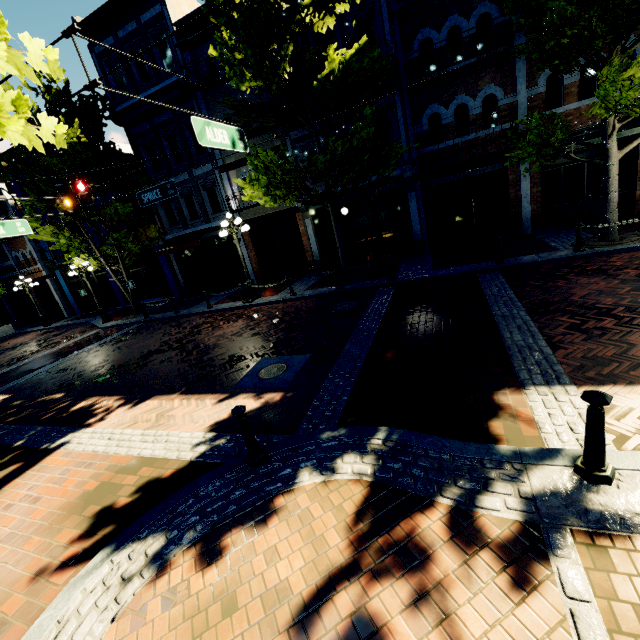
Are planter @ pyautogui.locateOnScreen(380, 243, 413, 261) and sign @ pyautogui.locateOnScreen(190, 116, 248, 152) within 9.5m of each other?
yes

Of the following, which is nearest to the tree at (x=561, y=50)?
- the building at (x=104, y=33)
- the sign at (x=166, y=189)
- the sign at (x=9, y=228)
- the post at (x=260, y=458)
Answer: the building at (x=104, y=33)

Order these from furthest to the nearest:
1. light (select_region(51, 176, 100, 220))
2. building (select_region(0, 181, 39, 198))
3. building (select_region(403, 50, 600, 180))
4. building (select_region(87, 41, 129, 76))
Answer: building (select_region(0, 181, 39, 198)) → building (select_region(87, 41, 129, 76)) → building (select_region(403, 50, 600, 180)) → light (select_region(51, 176, 100, 220))

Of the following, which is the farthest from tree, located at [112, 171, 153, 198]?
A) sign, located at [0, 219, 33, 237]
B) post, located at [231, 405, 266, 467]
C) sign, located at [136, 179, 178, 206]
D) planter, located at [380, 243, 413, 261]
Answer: sign, located at [0, 219, 33, 237]

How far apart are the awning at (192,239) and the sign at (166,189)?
5.6 meters

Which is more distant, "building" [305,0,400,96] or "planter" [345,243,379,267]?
"planter" [345,243,379,267]

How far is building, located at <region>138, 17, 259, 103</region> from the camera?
14.2m

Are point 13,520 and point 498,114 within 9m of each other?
no
